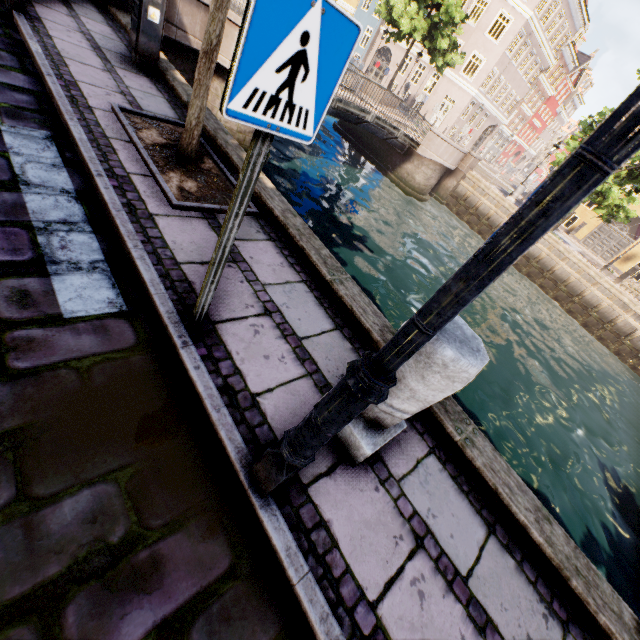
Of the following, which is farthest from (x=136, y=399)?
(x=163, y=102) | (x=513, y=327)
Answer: (x=513, y=327)

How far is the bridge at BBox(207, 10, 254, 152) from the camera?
8.1m

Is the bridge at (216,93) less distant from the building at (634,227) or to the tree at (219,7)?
the tree at (219,7)

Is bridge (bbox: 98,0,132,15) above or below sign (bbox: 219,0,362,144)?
below

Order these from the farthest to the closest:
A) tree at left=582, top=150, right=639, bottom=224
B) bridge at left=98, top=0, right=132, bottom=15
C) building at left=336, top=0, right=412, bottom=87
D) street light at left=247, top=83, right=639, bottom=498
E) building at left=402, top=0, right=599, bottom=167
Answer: building at left=336, top=0, right=412, bottom=87 → building at left=402, top=0, right=599, bottom=167 → tree at left=582, top=150, right=639, bottom=224 → bridge at left=98, top=0, right=132, bottom=15 → street light at left=247, top=83, right=639, bottom=498

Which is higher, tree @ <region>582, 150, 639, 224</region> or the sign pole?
tree @ <region>582, 150, 639, 224</region>

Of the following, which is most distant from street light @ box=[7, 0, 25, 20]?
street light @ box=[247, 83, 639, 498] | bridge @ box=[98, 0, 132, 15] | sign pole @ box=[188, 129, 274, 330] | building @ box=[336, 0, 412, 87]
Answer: building @ box=[336, 0, 412, 87]

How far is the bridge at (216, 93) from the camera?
8.09m
